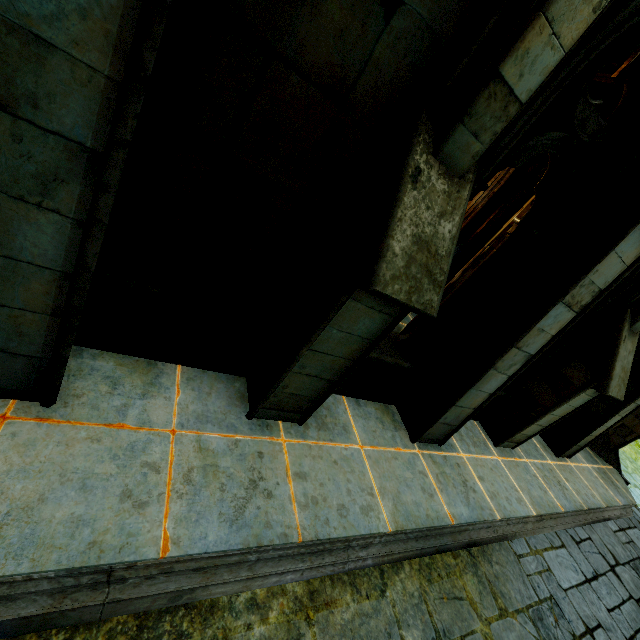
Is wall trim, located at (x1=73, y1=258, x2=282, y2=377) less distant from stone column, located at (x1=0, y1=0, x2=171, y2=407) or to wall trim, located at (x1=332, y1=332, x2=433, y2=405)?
stone column, located at (x1=0, y1=0, x2=171, y2=407)

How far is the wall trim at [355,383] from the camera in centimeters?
420cm

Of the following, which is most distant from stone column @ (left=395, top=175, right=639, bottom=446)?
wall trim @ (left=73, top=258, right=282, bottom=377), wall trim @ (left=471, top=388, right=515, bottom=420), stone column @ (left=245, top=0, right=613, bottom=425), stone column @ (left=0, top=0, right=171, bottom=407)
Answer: stone column @ (left=0, top=0, right=171, bottom=407)

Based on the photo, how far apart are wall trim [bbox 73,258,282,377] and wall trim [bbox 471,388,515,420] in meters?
3.1 m

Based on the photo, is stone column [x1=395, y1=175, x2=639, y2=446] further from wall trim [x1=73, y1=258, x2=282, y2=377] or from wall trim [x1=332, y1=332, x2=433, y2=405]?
wall trim [x1=73, y1=258, x2=282, y2=377]

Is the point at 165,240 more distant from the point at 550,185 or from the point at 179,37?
the point at 550,185

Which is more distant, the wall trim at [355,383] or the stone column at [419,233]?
the wall trim at [355,383]

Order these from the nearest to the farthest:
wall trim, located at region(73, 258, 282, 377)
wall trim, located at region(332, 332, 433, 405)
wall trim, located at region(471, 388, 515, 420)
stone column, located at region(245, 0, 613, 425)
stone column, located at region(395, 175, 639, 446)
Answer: stone column, located at region(245, 0, 613, 425) < wall trim, located at region(73, 258, 282, 377) < stone column, located at region(395, 175, 639, 446) < wall trim, located at region(332, 332, 433, 405) < wall trim, located at region(471, 388, 515, 420)
